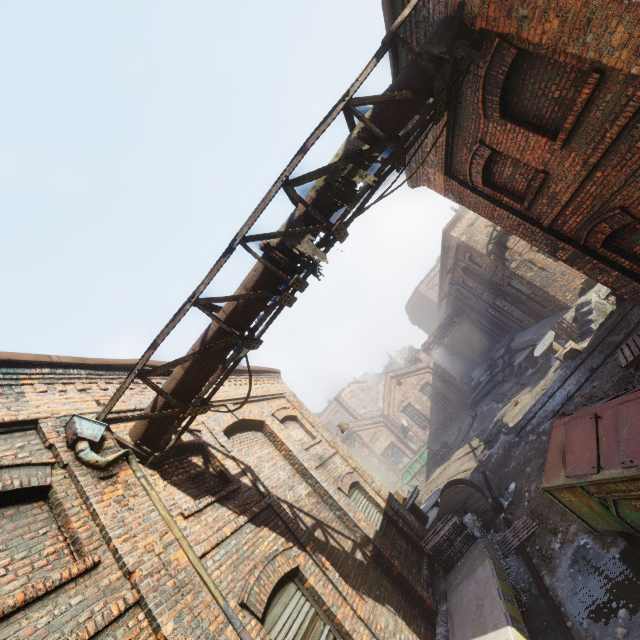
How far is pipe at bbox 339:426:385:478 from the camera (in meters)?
29.15

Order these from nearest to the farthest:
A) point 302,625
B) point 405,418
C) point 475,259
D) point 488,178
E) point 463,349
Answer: point 302,625
point 488,178
point 475,259
point 405,418
point 463,349

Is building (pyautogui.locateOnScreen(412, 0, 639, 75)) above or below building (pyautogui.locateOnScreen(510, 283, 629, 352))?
above

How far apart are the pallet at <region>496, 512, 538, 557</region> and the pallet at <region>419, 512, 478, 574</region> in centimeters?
74cm

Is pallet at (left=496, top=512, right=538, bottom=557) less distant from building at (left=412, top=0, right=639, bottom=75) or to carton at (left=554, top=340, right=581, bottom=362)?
building at (left=412, top=0, right=639, bottom=75)

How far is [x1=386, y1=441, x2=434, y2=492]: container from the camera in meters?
23.3

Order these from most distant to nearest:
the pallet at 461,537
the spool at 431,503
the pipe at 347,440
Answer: the pipe at 347,440 < the spool at 431,503 < the pallet at 461,537

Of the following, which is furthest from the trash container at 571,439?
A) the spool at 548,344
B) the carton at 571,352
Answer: the spool at 548,344
